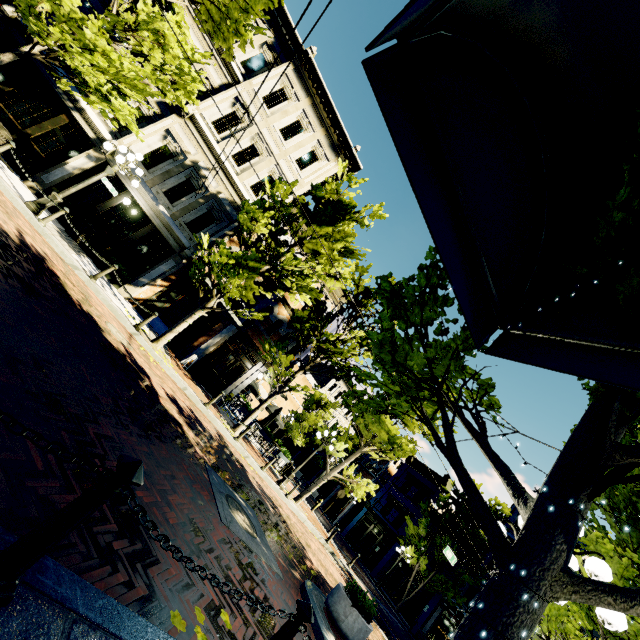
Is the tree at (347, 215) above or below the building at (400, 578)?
above

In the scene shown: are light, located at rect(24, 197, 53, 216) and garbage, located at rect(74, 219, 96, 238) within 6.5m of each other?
yes

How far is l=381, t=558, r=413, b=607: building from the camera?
27.1 meters

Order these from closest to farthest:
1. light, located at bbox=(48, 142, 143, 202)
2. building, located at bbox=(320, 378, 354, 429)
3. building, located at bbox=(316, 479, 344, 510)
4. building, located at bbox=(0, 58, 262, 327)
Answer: light, located at bbox=(48, 142, 143, 202) < building, located at bbox=(0, 58, 262, 327) < building, located at bbox=(316, 479, 344, 510) < building, located at bbox=(320, 378, 354, 429)

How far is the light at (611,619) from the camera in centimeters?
322cm

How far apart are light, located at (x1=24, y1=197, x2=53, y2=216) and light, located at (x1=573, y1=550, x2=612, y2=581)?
12.8 meters

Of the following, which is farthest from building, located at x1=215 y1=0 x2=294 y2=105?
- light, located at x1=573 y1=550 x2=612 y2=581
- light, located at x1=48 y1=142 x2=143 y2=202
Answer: light, located at x1=573 y1=550 x2=612 y2=581

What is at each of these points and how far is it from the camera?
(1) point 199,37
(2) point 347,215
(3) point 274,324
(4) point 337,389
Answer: (1) building, 14.6m
(2) tree, 12.3m
(3) building, 18.3m
(4) building, 45.0m
